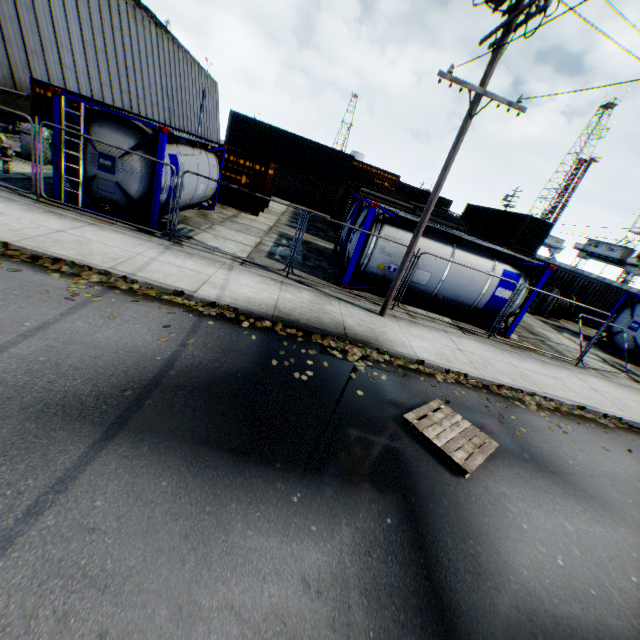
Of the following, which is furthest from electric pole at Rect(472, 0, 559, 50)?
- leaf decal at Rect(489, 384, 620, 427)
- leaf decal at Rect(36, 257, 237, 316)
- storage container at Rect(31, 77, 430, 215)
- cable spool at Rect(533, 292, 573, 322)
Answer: storage container at Rect(31, 77, 430, 215)

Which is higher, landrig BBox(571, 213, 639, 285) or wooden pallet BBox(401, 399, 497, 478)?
landrig BBox(571, 213, 639, 285)

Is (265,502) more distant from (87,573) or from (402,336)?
(402,336)

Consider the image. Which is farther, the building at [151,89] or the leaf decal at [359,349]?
the building at [151,89]

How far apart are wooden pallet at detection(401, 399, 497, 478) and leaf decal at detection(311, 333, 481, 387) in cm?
114

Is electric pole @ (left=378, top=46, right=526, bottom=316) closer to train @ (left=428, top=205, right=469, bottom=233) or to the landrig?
train @ (left=428, top=205, right=469, bottom=233)

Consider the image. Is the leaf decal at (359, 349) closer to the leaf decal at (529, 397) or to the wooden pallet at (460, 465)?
the leaf decal at (529, 397)

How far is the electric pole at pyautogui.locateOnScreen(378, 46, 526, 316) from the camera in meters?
7.4 m
